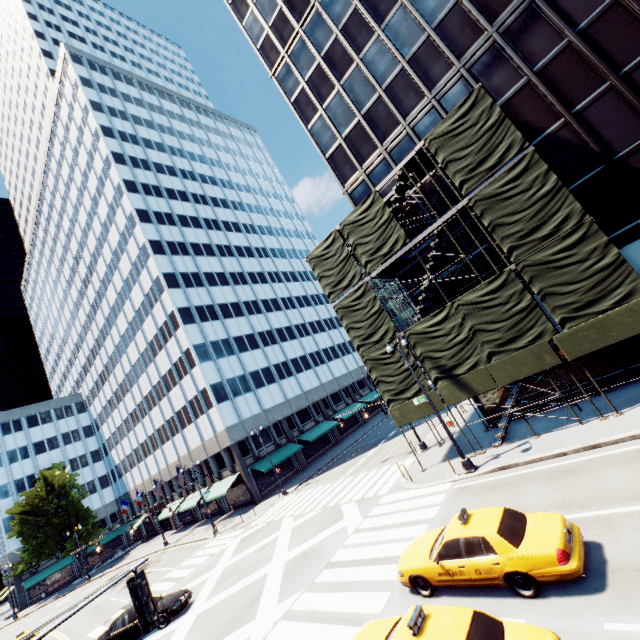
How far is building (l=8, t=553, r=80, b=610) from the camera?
51.8m

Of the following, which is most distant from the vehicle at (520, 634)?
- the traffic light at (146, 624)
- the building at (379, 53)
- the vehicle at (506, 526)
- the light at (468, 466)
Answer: the building at (379, 53)

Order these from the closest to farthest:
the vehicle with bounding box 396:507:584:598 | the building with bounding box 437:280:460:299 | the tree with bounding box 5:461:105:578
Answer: the vehicle with bounding box 396:507:584:598, the building with bounding box 437:280:460:299, the tree with bounding box 5:461:105:578

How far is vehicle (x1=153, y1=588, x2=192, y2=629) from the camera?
17.0 meters

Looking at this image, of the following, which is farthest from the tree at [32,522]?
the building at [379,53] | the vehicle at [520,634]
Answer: the building at [379,53]

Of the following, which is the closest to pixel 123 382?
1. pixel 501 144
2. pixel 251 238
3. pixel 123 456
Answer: pixel 123 456

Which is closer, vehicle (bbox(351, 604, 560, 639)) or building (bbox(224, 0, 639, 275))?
vehicle (bbox(351, 604, 560, 639))

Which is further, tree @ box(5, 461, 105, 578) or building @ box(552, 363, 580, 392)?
tree @ box(5, 461, 105, 578)
